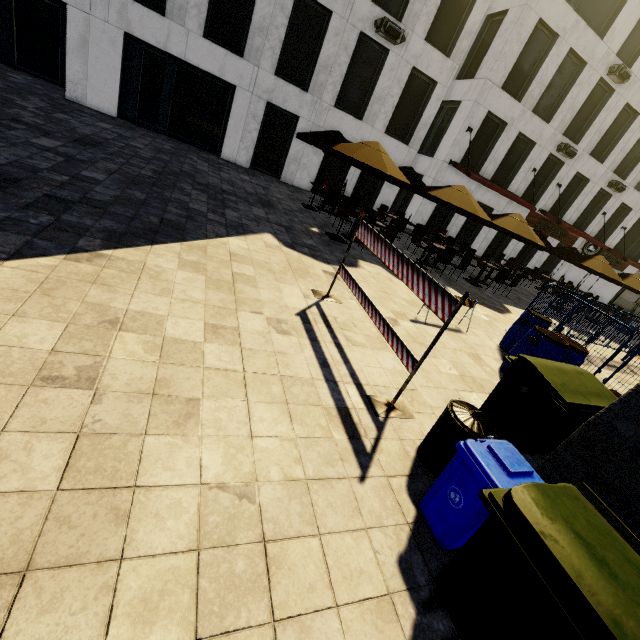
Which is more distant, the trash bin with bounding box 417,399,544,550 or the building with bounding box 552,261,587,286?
the building with bounding box 552,261,587,286

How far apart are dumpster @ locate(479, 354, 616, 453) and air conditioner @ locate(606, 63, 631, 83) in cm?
2248

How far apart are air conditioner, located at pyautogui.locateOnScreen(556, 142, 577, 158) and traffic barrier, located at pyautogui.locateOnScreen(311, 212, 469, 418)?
20.9 meters

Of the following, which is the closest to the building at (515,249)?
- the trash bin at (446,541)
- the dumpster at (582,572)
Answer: the trash bin at (446,541)

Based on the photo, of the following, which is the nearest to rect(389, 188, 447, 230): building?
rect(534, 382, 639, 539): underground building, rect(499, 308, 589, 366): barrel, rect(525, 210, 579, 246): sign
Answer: rect(525, 210, 579, 246): sign

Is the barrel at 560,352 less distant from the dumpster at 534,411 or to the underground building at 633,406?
the dumpster at 534,411

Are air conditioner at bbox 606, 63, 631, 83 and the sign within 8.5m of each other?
yes

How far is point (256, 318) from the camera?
4.46m
